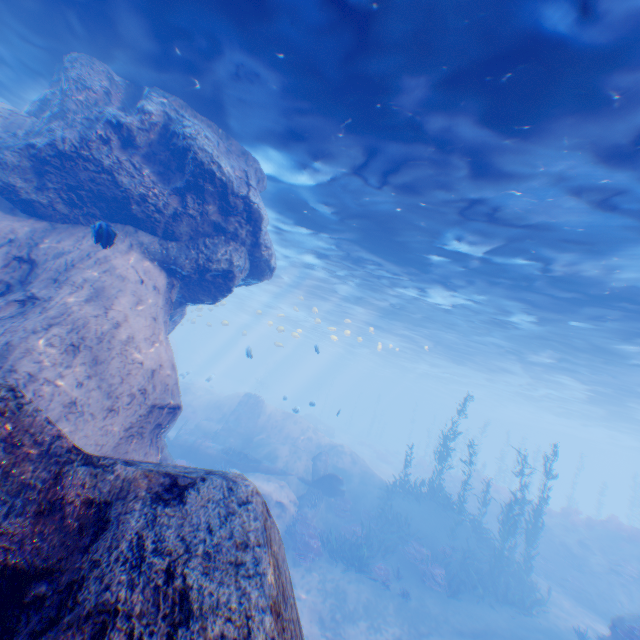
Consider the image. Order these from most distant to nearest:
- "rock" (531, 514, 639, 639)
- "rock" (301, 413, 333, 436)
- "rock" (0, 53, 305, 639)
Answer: "rock" (301, 413, 333, 436)
"rock" (531, 514, 639, 639)
"rock" (0, 53, 305, 639)

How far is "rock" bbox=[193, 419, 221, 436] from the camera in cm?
2300

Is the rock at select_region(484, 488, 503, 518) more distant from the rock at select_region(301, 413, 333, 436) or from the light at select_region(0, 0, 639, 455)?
the light at select_region(0, 0, 639, 455)

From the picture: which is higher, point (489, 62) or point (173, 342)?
point (489, 62)

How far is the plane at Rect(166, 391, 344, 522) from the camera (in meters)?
18.30

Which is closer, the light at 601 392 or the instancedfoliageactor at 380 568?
the light at 601 392

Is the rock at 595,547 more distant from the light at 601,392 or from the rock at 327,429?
the light at 601,392

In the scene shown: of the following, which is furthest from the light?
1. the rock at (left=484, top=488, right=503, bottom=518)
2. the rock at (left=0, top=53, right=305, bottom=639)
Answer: the rock at (left=484, top=488, right=503, bottom=518)
